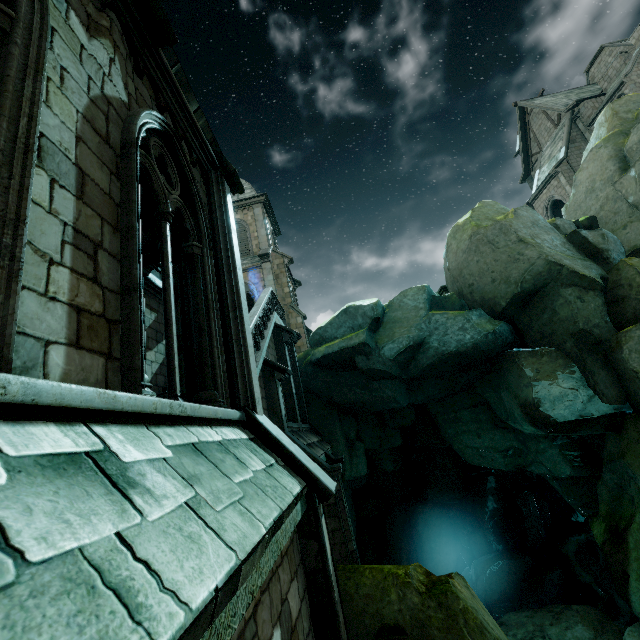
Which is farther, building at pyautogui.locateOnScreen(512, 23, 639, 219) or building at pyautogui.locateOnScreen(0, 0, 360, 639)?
building at pyautogui.locateOnScreen(512, 23, 639, 219)

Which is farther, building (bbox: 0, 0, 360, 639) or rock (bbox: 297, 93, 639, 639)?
rock (bbox: 297, 93, 639, 639)

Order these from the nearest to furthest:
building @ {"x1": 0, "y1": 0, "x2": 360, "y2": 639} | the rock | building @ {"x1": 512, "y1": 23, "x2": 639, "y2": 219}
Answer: building @ {"x1": 0, "y1": 0, "x2": 360, "y2": 639} < the rock < building @ {"x1": 512, "y1": 23, "x2": 639, "y2": 219}

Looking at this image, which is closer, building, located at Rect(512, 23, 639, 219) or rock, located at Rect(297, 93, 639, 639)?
rock, located at Rect(297, 93, 639, 639)

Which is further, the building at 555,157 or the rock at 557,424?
the building at 555,157

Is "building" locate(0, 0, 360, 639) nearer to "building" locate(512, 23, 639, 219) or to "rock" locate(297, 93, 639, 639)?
"rock" locate(297, 93, 639, 639)

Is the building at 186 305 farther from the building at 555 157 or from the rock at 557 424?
the building at 555 157

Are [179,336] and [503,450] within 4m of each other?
no
